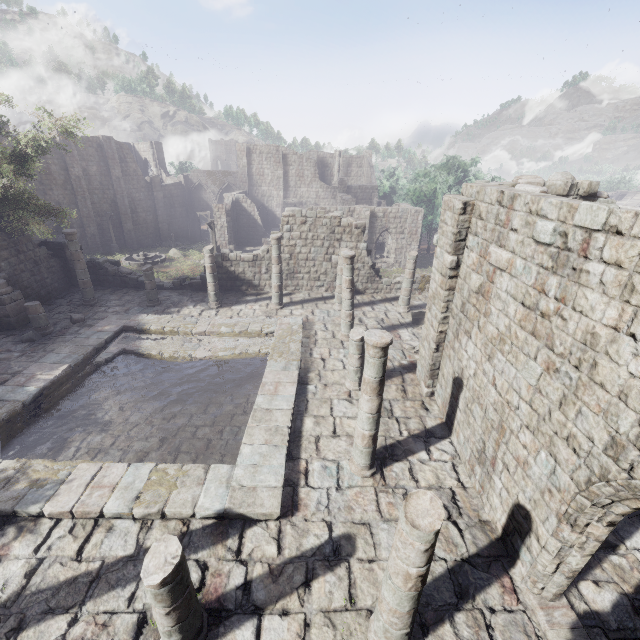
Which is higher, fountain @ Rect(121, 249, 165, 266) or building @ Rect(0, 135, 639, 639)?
building @ Rect(0, 135, 639, 639)

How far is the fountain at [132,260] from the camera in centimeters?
3142cm

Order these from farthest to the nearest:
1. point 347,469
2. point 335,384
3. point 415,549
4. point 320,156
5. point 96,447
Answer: point 320,156, point 335,384, point 96,447, point 347,469, point 415,549

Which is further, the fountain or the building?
the fountain

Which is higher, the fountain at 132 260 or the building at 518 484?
the building at 518 484

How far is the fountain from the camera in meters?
31.4
